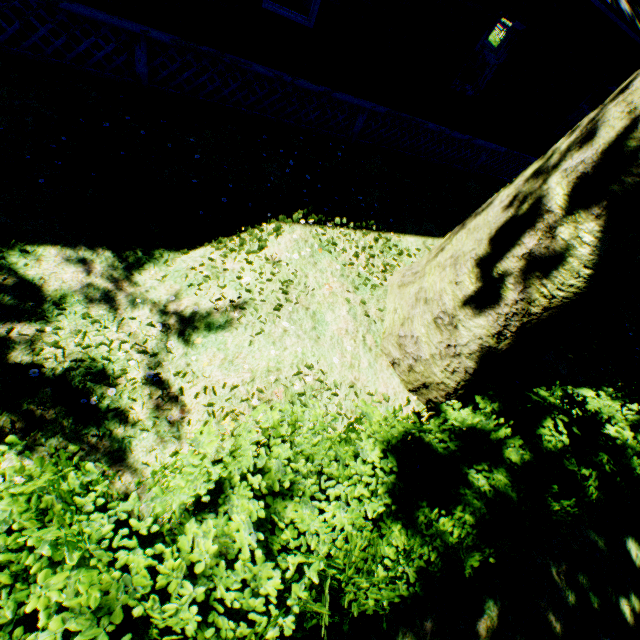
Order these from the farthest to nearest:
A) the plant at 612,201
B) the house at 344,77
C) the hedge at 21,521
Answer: the house at 344,77 → the plant at 612,201 → the hedge at 21,521

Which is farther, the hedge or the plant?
the plant

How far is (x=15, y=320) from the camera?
3.4 meters

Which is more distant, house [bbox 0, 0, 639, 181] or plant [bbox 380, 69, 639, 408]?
house [bbox 0, 0, 639, 181]

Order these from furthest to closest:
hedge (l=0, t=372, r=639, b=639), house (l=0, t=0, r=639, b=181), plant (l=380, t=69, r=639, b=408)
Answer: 1. house (l=0, t=0, r=639, b=181)
2. plant (l=380, t=69, r=639, b=408)
3. hedge (l=0, t=372, r=639, b=639)

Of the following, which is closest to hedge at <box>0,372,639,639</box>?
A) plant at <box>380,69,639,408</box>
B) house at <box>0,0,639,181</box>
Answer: plant at <box>380,69,639,408</box>

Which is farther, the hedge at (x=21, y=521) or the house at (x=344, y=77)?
the house at (x=344, y=77)
